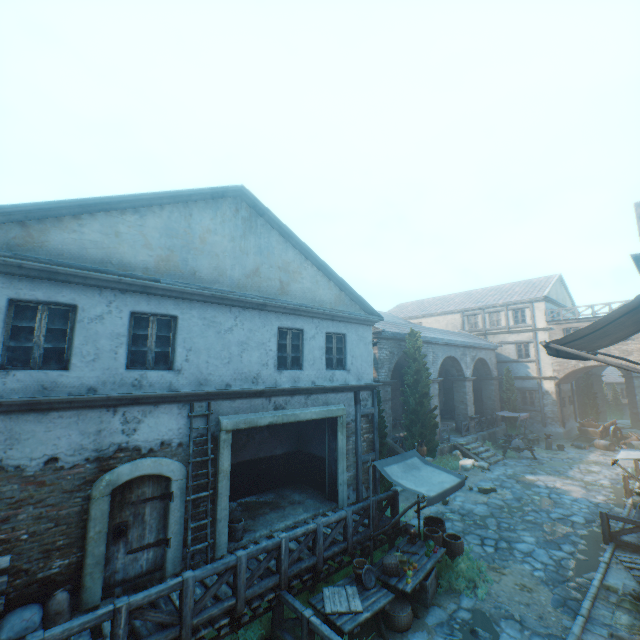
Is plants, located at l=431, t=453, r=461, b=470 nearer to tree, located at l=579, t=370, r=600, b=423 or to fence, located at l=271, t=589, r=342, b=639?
tree, located at l=579, t=370, r=600, b=423

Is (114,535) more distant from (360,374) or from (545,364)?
(545,364)

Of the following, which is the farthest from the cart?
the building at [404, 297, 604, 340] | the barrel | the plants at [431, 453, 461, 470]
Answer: the barrel

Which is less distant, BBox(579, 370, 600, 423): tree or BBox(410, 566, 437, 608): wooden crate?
BBox(410, 566, 437, 608): wooden crate

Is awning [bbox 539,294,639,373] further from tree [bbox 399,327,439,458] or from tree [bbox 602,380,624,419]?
tree [bbox 602,380,624,419]

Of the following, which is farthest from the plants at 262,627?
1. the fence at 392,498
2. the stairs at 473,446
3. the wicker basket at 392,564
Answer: the stairs at 473,446

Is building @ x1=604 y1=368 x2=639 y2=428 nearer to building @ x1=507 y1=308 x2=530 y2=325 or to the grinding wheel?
building @ x1=507 y1=308 x2=530 y2=325

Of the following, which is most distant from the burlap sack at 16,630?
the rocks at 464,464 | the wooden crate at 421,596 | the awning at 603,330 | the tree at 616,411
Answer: the tree at 616,411
